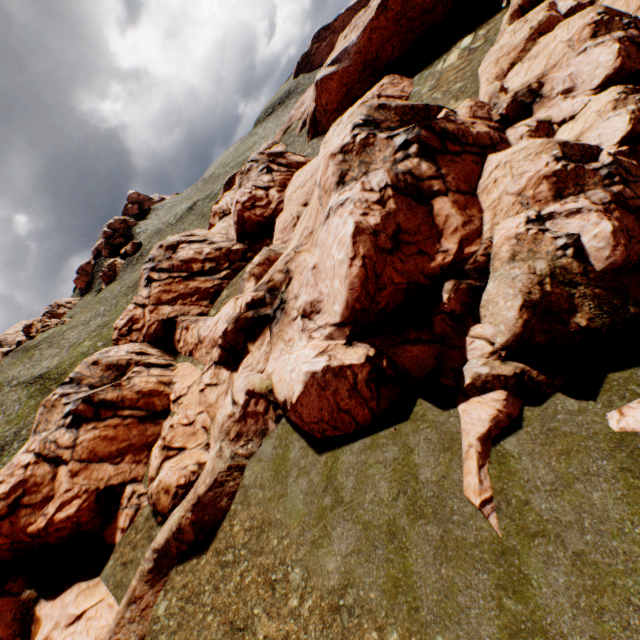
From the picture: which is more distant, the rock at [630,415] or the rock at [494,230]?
the rock at [494,230]

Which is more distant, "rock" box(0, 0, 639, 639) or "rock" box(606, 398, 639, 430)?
"rock" box(0, 0, 639, 639)

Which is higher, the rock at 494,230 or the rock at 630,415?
the rock at 494,230

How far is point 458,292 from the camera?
12.64m

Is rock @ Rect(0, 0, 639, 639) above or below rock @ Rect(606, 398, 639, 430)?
above
